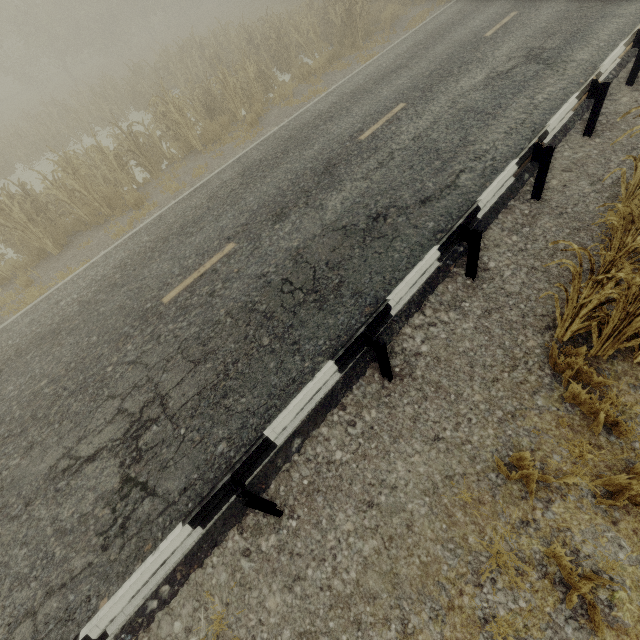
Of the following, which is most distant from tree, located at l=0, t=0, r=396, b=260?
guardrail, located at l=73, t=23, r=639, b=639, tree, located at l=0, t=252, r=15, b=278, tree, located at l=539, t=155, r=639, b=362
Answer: tree, located at l=539, t=155, r=639, b=362

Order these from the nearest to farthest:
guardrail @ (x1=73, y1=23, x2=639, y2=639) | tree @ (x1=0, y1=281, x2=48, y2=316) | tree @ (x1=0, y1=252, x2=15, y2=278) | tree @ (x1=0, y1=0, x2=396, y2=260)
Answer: guardrail @ (x1=73, y1=23, x2=639, y2=639)
tree @ (x1=0, y1=281, x2=48, y2=316)
tree @ (x1=0, y1=252, x2=15, y2=278)
tree @ (x1=0, y1=0, x2=396, y2=260)

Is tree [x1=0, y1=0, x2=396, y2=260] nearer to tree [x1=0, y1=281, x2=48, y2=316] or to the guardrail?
tree [x1=0, y1=281, x2=48, y2=316]

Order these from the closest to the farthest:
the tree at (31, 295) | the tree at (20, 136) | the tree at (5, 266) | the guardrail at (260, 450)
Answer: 1. the guardrail at (260, 450)
2. the tree at (31, 295)
3. the tree at (5, 266)
4. the tree at (20, 136)

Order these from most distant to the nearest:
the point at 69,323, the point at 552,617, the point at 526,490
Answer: the point at 69,323
the point at 526,490
the point at 552,617

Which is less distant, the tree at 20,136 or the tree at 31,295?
the tree at 31,295

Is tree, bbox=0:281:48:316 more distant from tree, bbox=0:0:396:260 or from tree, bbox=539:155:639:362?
tree, bbox=539:155:639:362
